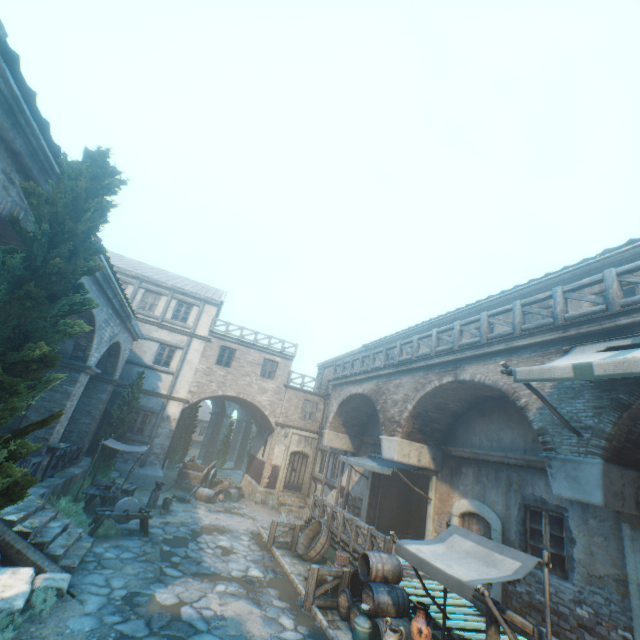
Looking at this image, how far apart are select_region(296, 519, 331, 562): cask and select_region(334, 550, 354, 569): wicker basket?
1.11m

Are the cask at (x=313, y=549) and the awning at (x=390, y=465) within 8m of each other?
yes

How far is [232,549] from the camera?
11.6m

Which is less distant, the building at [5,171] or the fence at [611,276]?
the building at [5,171]

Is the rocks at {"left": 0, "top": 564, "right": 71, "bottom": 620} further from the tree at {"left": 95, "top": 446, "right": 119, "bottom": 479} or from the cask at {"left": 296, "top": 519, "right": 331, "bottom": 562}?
the cask at {"left": 296, "top": 519, "right": 331, "bottom": 562}

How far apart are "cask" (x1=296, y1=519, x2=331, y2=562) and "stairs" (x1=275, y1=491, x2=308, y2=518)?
5.67m

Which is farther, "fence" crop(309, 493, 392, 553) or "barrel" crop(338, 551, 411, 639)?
"fence" crop(309, 493, 392, 553)

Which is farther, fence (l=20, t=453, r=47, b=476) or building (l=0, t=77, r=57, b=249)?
fence (l=20, t=453, r=47, b=476)
